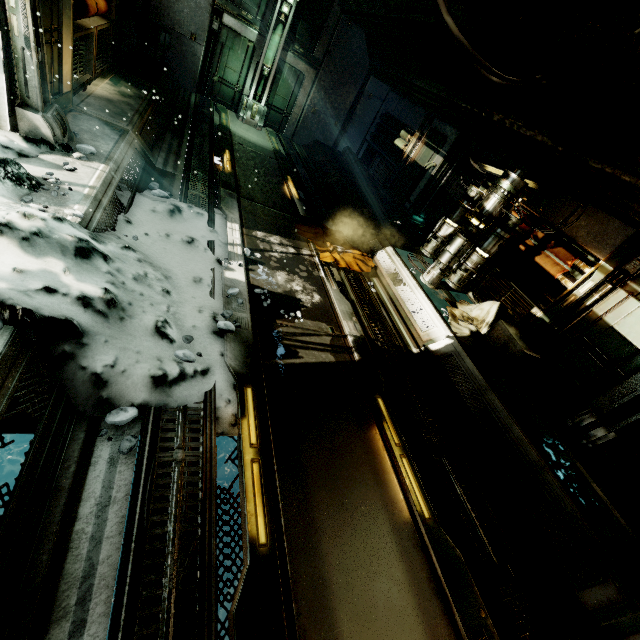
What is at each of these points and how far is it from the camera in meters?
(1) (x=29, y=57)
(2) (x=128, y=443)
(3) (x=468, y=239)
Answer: (1) wall detail, 3.3
(2) rock, 2.4
(3) generator, 6.0

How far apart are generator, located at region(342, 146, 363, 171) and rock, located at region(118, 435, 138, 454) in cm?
1152

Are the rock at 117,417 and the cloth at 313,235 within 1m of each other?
no

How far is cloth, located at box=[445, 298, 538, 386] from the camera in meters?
5.3

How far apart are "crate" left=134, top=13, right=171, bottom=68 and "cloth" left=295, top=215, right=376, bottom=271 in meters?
6.9 m

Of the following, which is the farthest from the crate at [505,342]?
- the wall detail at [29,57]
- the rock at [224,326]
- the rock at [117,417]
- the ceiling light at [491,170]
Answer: the wall detail at [29,57]

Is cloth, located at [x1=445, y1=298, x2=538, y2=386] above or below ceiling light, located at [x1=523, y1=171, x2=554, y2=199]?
below

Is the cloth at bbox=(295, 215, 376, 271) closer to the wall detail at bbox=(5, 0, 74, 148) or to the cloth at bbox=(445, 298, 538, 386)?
the cloth at bbox=(445, 298, 538, 386)
